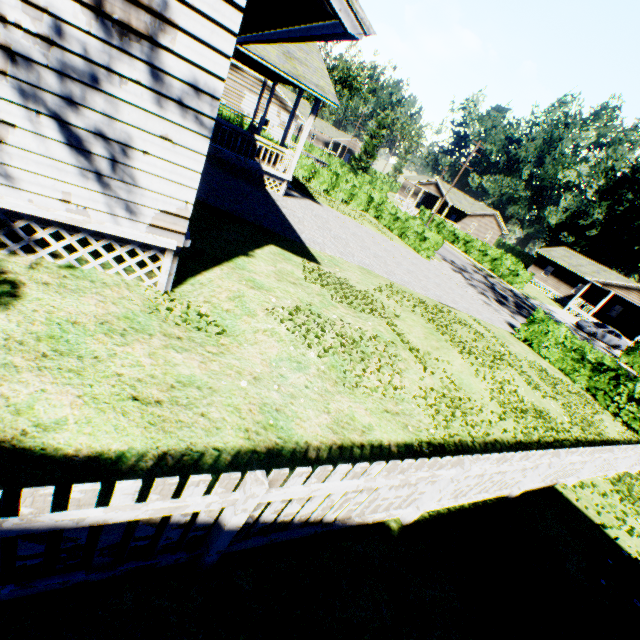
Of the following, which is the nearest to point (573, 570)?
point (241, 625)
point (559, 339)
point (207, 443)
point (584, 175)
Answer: point (241, 625)

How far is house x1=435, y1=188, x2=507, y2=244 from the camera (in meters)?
53.06

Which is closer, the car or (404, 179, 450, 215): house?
the car

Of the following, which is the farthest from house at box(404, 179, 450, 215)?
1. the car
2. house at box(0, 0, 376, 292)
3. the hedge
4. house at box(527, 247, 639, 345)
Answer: the hedge

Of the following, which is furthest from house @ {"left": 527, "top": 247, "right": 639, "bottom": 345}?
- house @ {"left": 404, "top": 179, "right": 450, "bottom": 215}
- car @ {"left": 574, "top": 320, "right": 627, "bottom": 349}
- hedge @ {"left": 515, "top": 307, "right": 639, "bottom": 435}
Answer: house @ {"left": 404, "top": 179, "right": 450, "bottom": 215}

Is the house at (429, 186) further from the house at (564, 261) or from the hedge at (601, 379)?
the hedge at (601, 379)

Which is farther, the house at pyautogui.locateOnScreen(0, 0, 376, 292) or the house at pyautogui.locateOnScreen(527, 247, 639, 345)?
the house at pyautogui.locateOnScreen(527, 247, 639, 345)

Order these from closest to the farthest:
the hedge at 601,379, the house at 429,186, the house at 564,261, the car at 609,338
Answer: the hedge at 601,379
the car at 609,338
the house at 564,261
the house at 429,186
